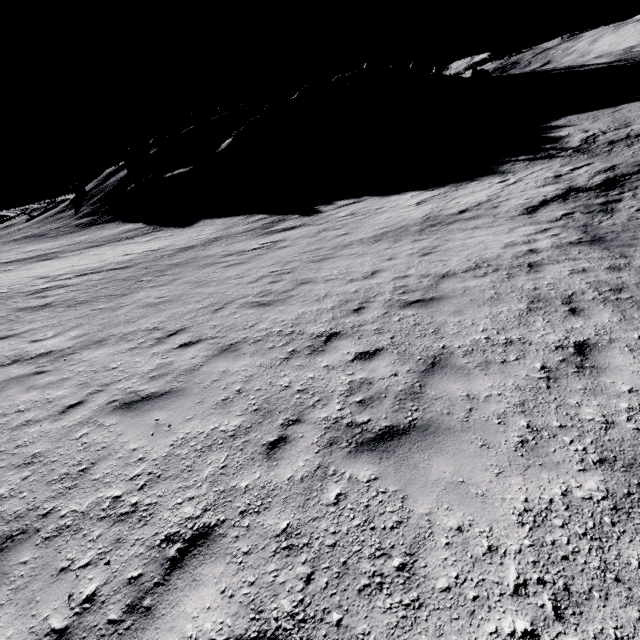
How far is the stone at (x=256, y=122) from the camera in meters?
45.6

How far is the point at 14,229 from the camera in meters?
57.7 m

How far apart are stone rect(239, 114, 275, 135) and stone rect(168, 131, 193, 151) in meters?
17.7

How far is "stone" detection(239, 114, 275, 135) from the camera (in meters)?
45.59

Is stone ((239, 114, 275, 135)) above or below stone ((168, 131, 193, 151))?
below

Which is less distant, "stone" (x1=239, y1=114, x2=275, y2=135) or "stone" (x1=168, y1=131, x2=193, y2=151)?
"stone" (x1=239, y1=114, x2=275, y2=135)

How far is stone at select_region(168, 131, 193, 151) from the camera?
56.2 meters

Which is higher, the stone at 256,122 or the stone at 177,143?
the stone at 177,143
